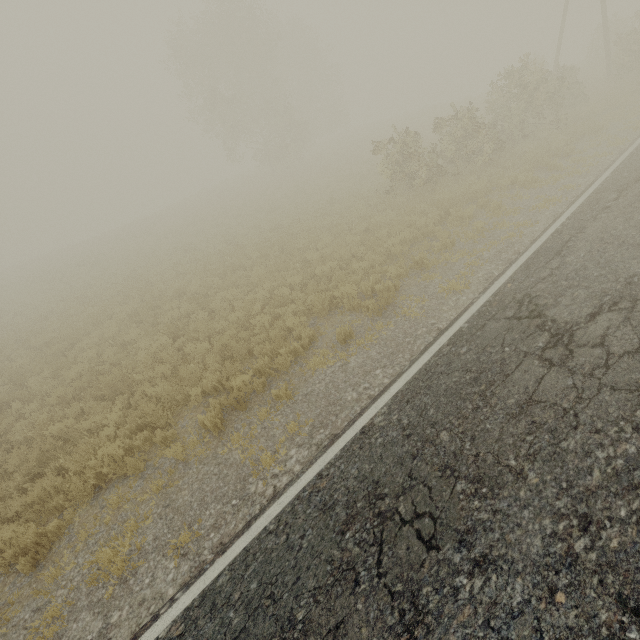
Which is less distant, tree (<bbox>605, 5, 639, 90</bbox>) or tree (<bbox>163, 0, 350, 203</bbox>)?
tree (<bbox>605, 5, 639, 90</bbox>)

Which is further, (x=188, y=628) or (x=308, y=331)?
(x=308, y=331)

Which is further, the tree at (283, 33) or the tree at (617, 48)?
the tree at (283, 33)

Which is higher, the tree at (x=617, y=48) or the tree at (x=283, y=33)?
the tree at (x=283, y=33)

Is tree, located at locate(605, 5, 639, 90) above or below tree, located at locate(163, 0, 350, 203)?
below
